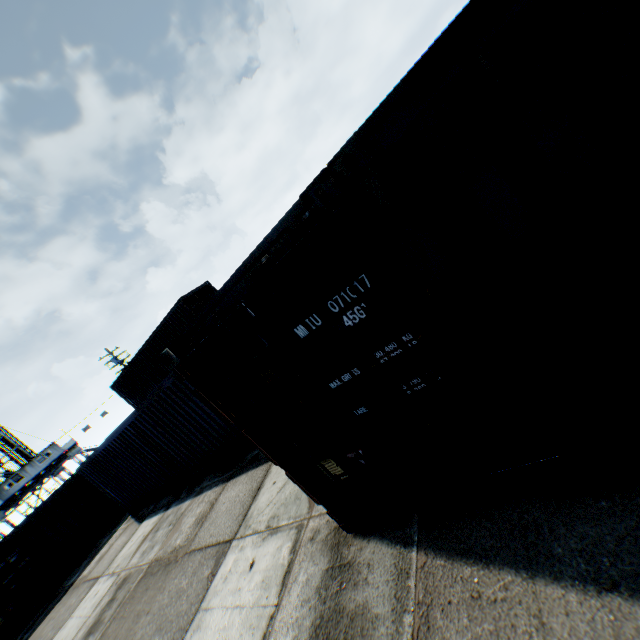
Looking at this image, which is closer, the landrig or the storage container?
the storage container

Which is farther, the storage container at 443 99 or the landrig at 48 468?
the landrig at 48 468

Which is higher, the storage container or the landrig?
the landrig

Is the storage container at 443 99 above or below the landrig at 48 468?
below

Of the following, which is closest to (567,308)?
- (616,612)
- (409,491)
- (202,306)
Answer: (616,612)
